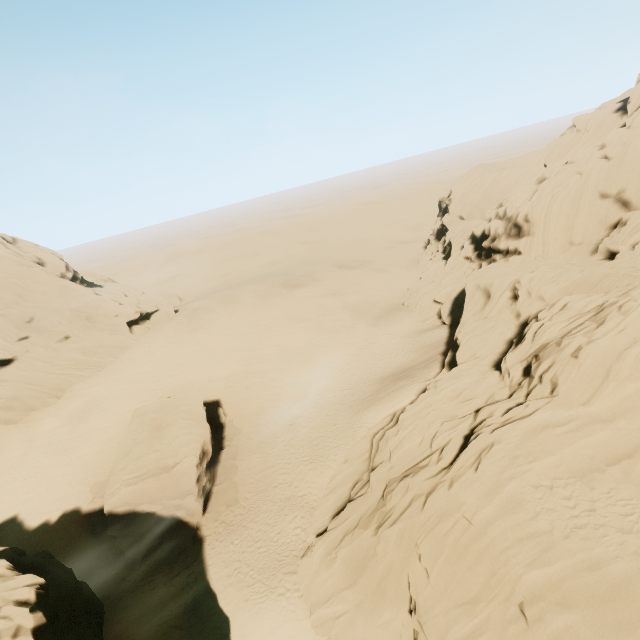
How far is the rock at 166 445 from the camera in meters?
23.3 m

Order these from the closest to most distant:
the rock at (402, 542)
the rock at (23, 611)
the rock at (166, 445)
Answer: the rock at (402, 542) → the rock at (23, 611) → the rock at (166, 445)

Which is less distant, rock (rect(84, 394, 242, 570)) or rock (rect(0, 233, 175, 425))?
rock (rect(84, 394, 242, 570))

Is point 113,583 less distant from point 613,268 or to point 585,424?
point 585,424

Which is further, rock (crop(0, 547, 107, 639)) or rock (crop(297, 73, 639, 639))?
rock (crop(0, 547, 107, 639))

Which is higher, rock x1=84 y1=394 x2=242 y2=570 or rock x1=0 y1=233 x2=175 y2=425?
rock x1=0 y1=233 x2=175 y2=425

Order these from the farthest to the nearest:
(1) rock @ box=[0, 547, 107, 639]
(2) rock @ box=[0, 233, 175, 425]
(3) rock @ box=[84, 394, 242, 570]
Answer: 1. (2) rock @ box=[0, 233, 175, 425]
2. (3) rock @ box=[84, 394, 242, 570]
3. (1) rock @ box=[0, 547, 107, 639]

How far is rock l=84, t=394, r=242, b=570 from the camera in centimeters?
2333cm
